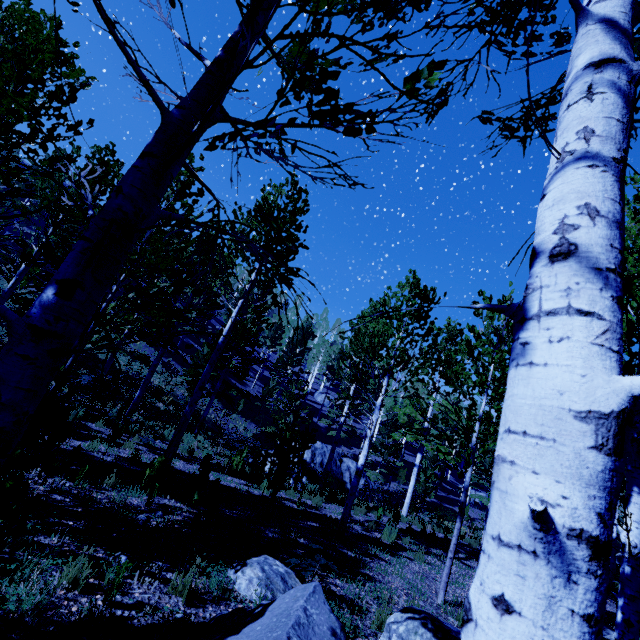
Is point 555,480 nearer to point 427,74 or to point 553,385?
point 553,385

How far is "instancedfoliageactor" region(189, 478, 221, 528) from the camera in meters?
5.0 m

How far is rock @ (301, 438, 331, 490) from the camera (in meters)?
19.08

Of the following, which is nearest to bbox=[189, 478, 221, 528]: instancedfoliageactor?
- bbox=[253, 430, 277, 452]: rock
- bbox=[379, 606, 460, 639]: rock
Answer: bbox=[379, 606, 460, 639]: rock

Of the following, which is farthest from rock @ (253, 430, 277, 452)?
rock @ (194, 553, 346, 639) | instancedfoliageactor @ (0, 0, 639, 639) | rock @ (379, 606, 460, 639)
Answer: rock @ (194, 553, 346, 639)

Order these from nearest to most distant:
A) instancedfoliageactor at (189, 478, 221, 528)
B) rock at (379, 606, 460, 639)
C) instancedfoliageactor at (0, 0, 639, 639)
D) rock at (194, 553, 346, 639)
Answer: Result: instancedfoliageactor at (0, 0, 639, 639), rock at (194, 553, 346, 639), rock at (379, 606, 460, 639), instancedfoliageactor at (189, 478, 221, 528)

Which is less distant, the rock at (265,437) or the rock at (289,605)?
the rock at (289,605)

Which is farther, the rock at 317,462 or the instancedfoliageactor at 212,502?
the rock at 317,462
